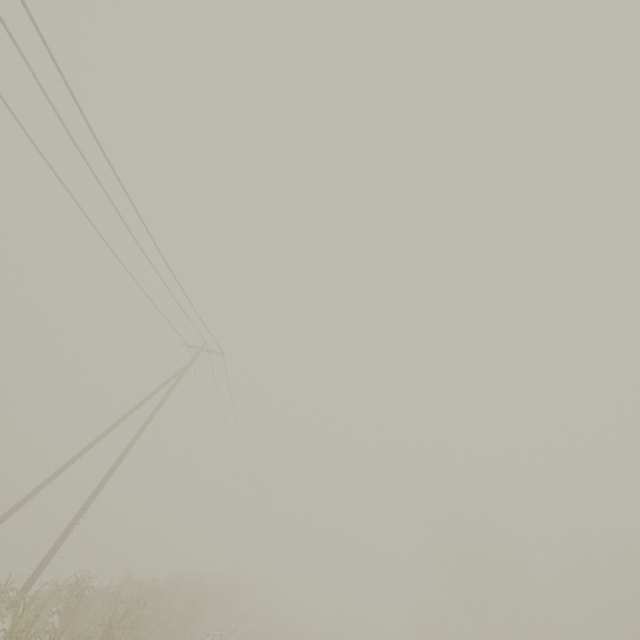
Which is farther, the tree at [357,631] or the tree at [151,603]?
the tree at [357,631]

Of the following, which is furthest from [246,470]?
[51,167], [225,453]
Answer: [51,167]

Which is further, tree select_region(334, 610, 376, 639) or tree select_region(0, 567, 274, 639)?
tree select_region(334, 610, 376, 639)
